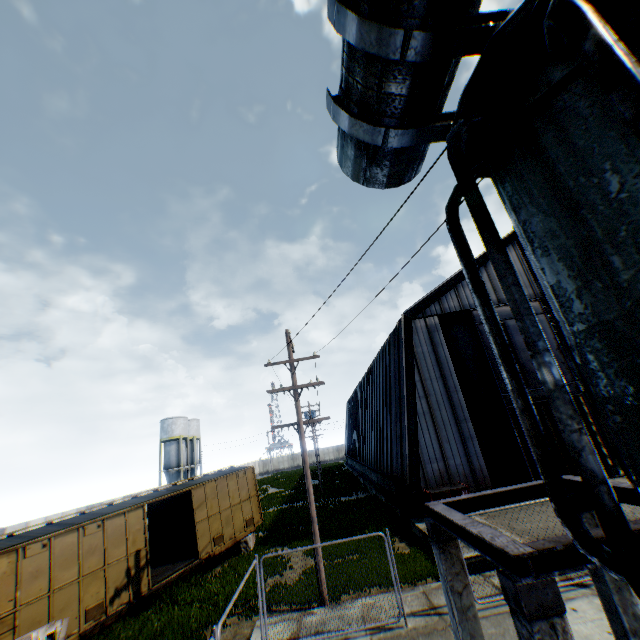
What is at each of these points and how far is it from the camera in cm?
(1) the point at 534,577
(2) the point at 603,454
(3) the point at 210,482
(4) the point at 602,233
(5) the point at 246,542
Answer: (1) concrete support, 261
(2) hanging door, 1738
(3) train, 1722
(4) electrical compensator, 138
(5) concrete block, 1791

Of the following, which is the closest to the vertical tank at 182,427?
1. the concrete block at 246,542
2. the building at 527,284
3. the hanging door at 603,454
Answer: the building at 527,284

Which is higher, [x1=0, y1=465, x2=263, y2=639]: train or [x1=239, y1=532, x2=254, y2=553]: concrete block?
[x1=0, y1=465, x2=263, y2=639]: train

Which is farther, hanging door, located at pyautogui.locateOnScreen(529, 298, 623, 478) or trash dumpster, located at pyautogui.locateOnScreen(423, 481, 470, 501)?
hanging door, located at pyautogui.locateOnScreen(529, 298, 623, 478)

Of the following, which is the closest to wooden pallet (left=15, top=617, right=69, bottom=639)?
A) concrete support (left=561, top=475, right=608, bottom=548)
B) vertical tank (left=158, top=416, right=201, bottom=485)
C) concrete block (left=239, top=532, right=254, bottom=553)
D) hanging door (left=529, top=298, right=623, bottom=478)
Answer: concrete block (left=239, top=532, right=254, bottom=553)

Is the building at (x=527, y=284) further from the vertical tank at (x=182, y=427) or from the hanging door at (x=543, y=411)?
the vertical tank at (x=182, y=427)

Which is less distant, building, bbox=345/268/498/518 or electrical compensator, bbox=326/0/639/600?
electrical compensator, bbox=326/0/639/600

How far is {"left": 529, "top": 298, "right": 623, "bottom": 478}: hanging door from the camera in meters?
17.3
